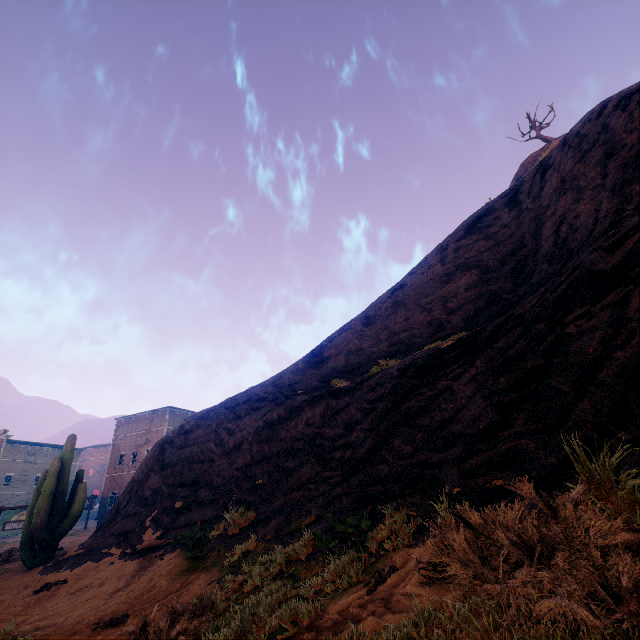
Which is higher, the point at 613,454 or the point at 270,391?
the point at 270,391

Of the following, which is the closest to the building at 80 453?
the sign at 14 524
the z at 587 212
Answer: the z at 587 212

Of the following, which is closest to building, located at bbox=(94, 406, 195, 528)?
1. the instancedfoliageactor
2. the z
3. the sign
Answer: the z

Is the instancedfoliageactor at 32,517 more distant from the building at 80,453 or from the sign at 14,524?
A: the building at 80,453

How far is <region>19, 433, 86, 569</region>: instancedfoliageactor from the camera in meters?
10.2 m

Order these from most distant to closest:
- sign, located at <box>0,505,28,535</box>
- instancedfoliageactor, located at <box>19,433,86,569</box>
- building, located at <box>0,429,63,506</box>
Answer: building, located at <box>0,429,63,506</box> → sign, located at <box>0,505,28,535</box> → instancedfoliageactor, located at <box>19,433,86,569</box>

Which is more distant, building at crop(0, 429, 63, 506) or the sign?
building at crop(0, 429, 63, 506)

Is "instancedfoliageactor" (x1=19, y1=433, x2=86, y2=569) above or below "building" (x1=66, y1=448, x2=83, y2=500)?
below
